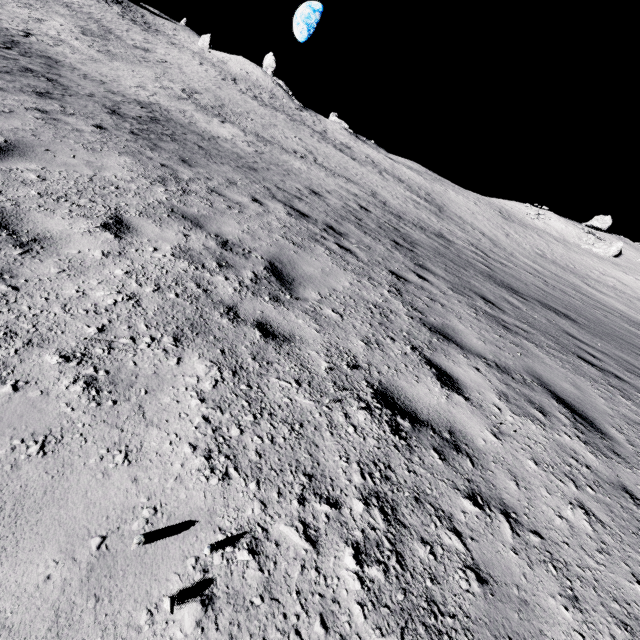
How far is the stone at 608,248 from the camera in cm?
4547

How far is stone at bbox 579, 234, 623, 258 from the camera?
45.5 meters

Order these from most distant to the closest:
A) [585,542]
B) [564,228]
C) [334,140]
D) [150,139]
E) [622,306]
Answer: [564,228] < [334,140] < [622,306] < [150,139] < [585,542]
